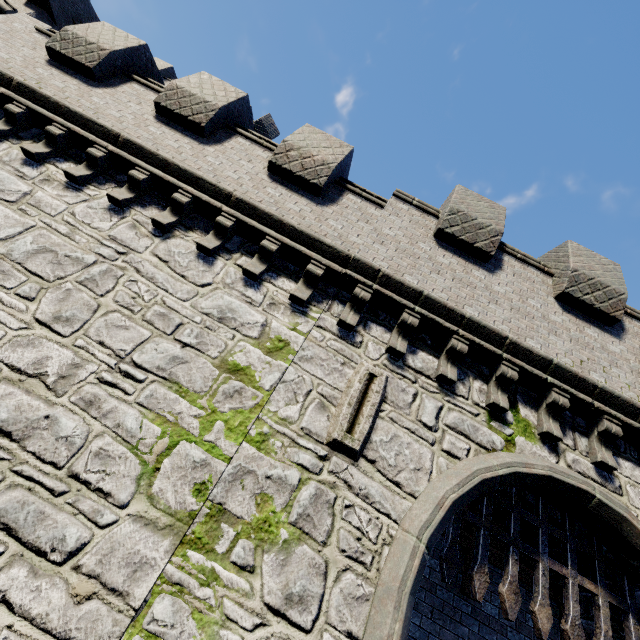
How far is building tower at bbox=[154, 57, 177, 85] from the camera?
20.58m

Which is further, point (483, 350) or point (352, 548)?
point (483, 350)

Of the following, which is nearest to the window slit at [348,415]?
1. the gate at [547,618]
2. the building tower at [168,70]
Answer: the gate at [547,618]

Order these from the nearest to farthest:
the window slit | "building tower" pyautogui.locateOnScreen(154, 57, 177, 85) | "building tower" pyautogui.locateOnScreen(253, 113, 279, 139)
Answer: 1. the window slit
2. "building tower" pyautogui.locateOnScreen(253, 113, 279, 139)
3. "building tower" pyautogui.locateOnScreen(154, 57, 177, 85)

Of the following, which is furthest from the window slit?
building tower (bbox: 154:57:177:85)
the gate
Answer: building tower (bbox: 154:57:177:85)

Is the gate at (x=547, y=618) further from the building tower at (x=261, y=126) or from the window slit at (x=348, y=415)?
the building tower at (x=261, y=126)

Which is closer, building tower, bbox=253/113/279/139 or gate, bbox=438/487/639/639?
gate, bbox=438/487/639/639
